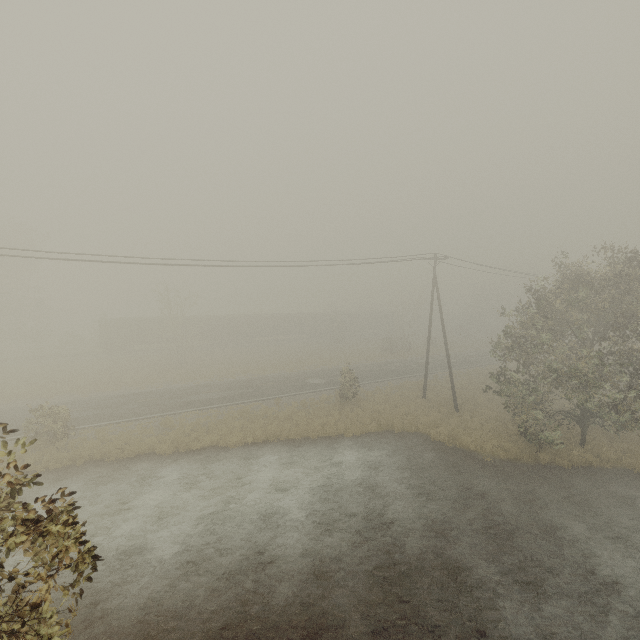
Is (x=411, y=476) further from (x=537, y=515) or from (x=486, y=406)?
(x=486, y=406)

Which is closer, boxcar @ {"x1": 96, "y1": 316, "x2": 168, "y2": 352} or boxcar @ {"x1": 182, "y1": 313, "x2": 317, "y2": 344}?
boxcar @ {"x1": 96, "y1": 316, "x2": 168, "y2": 352}

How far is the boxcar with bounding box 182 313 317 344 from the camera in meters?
49.9

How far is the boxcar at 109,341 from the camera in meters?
43.9 m
